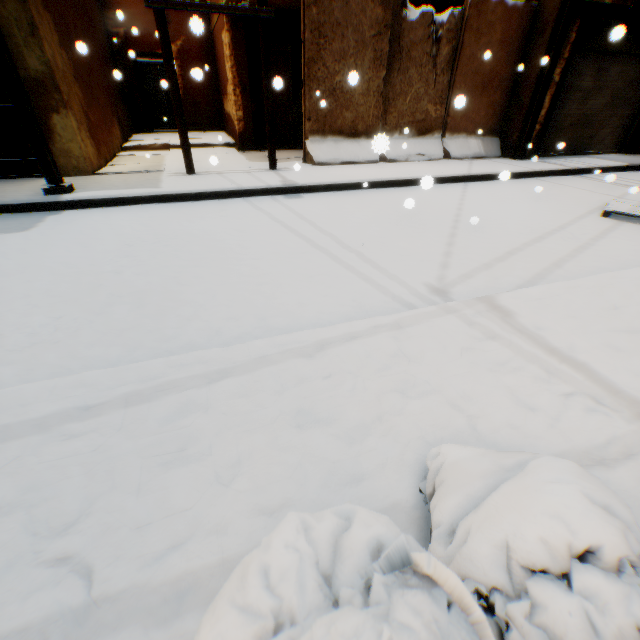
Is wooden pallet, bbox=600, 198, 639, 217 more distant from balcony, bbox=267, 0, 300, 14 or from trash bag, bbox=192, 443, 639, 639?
balcony, bbox=267, 0, 300, 14

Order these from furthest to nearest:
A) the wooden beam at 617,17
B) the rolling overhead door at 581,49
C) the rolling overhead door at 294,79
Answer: the rolling overhead door at 294,79 < the rolling overhead door at 581,49 < the wooden beam at 617,17

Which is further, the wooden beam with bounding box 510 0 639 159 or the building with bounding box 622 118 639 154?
the building with bounding box 622 118 639 154

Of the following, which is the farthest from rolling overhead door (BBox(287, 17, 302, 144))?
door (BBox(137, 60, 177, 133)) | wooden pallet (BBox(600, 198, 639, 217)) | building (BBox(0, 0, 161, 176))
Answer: door (BBox(137, 60, 177, 133))

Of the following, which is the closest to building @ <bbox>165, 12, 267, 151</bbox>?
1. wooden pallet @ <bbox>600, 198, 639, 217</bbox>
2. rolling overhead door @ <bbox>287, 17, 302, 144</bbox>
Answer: rolling overhead door @ <bbox>287, 17, 302, 144</bbox>

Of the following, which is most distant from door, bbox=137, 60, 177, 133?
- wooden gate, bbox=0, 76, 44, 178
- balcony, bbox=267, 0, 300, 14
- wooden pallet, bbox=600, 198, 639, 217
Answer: Answer: wooden pallet, bbox=600, 198, 639, 217

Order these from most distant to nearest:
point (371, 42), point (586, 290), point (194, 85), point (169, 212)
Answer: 1. point (194, 85)
2. point (371, 42)
3. point (169, 212)
4. point (586, 290)

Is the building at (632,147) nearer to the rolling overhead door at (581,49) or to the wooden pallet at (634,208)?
the rolling overhead door at (581,49)
